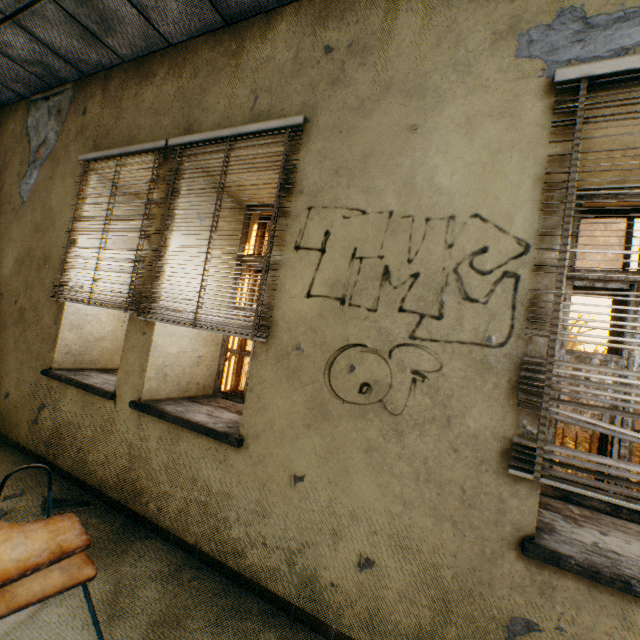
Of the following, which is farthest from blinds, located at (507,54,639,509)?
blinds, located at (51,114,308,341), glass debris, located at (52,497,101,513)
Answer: glass debris, located at (52,497,101,513)

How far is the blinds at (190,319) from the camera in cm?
216

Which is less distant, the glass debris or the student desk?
the student desk

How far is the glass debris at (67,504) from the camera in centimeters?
241cm

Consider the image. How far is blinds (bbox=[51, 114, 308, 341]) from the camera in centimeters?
216cm

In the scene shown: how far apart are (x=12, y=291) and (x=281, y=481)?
3.91m

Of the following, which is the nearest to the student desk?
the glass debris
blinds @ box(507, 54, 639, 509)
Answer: the glass debris

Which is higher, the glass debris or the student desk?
the student desk
